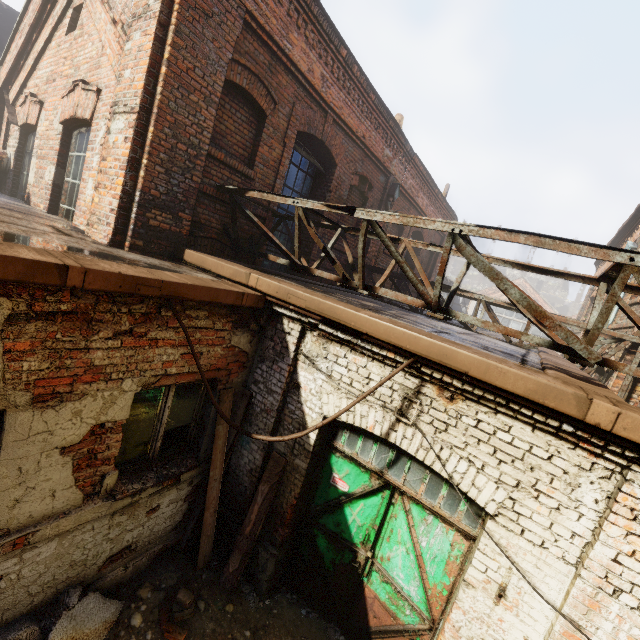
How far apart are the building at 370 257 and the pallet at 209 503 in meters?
6.1

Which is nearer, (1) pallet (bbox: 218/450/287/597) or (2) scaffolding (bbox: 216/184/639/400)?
(2) scaffolding (bbox: 216/184/639/400)

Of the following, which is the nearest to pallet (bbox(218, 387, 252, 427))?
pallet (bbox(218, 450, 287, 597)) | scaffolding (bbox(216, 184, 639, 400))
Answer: pallet (bbox(218, 450, 287, 597))

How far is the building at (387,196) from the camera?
9.2 meters

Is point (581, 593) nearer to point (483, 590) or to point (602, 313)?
point (483, 590)

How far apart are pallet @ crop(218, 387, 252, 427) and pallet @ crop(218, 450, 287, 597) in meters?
0.3

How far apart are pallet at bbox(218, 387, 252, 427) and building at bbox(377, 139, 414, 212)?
6.1m

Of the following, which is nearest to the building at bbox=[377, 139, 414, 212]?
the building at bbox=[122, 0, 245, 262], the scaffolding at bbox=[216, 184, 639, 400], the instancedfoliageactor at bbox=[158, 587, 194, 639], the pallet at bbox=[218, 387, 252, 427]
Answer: the scaffolding at bbox=[216, 184, 639, 400]
